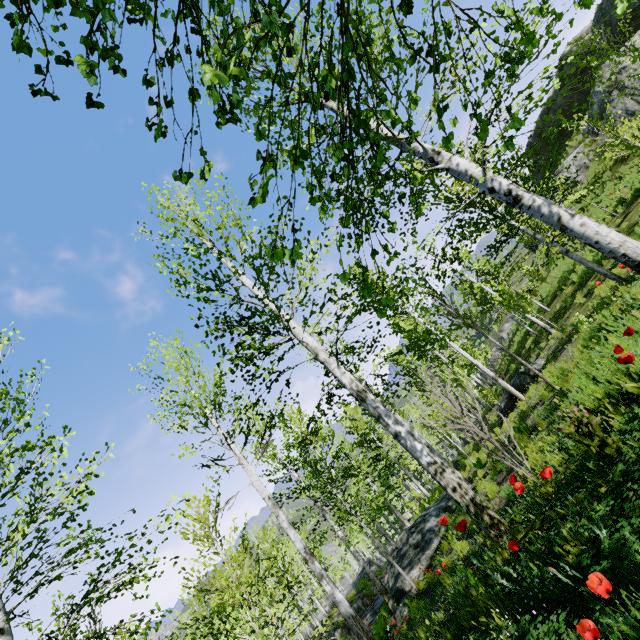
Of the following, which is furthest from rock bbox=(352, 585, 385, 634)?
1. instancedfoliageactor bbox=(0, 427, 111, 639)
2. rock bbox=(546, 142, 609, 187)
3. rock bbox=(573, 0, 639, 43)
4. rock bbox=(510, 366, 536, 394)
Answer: rock bbox=(573, 0, 639, 43)

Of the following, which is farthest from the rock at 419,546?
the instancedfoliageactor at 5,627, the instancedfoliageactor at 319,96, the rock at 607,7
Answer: the rock at 607,7

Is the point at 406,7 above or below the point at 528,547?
above

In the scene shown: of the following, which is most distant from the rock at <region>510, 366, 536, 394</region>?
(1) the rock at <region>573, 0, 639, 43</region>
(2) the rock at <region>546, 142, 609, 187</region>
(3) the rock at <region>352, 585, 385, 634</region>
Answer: (1) the rock at <region>573, 0, 639, 43</region>

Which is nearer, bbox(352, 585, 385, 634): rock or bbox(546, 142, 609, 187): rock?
bbox(352, 585, 385, 634): rock

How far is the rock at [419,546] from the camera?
10.43m

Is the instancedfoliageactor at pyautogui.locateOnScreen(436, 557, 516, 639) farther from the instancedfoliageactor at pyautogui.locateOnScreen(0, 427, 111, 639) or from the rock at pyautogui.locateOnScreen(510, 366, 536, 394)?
the rock at pyautogui.locateOnScreen(510, 366, 536, 394)

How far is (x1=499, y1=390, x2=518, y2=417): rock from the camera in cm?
1477
